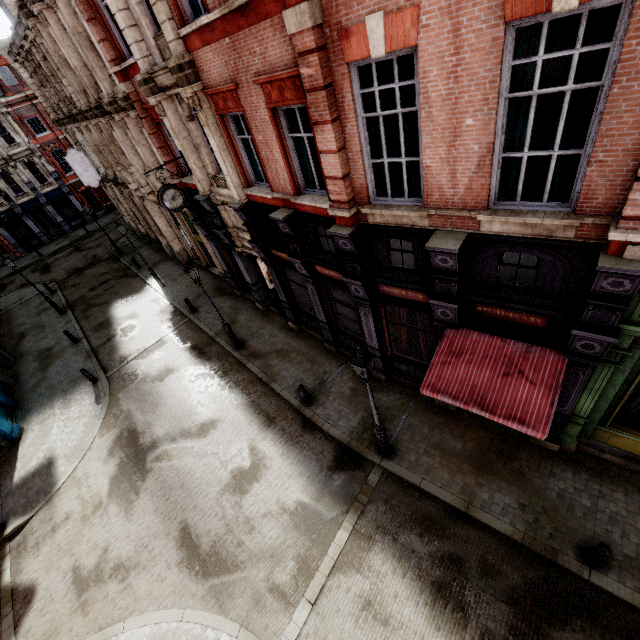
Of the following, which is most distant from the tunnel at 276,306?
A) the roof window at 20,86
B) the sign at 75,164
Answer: the roof window at 20,86

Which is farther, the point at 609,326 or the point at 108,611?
the point at 108,611

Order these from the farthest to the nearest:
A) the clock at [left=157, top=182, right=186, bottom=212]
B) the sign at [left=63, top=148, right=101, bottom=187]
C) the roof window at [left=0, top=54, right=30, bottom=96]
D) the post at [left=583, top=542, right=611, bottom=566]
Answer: the roof window at [left=0, top=54, right=30, bottom=96], the sign at [left=63, top=148, right=101, bottom=187], the clock at [left=157, top=182, right=186, bottom=212], the post at [left=583, top=542, right=611, bottom=566]

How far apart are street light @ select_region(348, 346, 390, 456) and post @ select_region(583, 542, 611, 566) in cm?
470

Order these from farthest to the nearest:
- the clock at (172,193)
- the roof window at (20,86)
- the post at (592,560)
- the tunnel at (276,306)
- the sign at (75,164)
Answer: the roof window at (20,86) → the sign at (75,164) → the tunnel at (276,306) → the clock at (172,193) → the post at (592,560)

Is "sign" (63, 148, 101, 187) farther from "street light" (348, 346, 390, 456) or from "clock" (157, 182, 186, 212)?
"street light" (348, 346, 390, 456)

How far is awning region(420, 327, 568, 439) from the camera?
6.42m

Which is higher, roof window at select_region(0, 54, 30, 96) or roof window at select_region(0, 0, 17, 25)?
roof window at select_region(0, 0, 17, 25)
